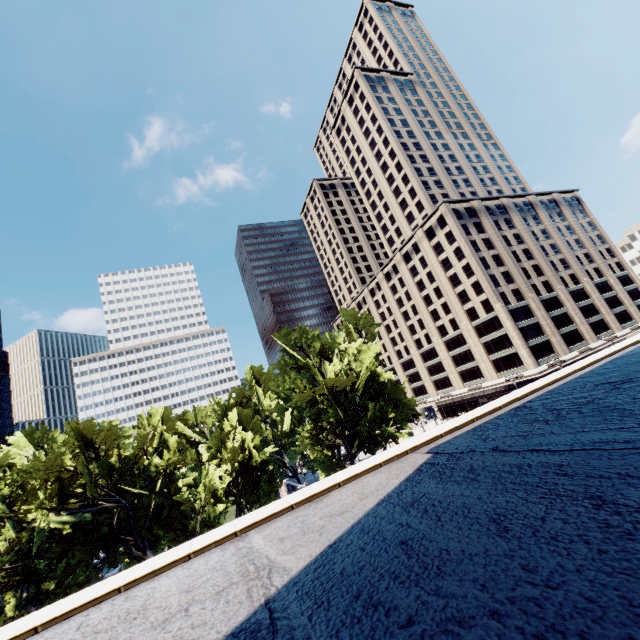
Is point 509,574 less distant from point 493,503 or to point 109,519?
point 493,503

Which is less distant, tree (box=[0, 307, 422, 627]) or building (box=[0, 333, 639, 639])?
building (box=[0, 333, 639, 639])

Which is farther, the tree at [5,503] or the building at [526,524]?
the tree at [5,503]
